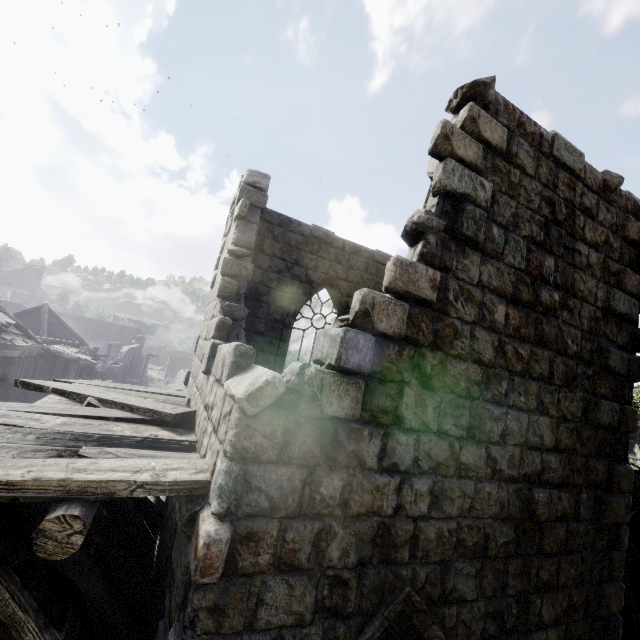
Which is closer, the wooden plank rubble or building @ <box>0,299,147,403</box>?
the wooden plank rubble

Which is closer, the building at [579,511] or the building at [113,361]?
the building at [579,511]

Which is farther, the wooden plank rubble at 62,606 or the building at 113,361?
the building at 113,361

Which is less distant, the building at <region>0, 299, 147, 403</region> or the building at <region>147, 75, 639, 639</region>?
the building at <region>147, 75, 639, 639</region>

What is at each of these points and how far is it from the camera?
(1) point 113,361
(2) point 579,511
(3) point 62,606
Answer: (1) building, 36.3m
(2) building, 4.3m
(3) wooden plank rubble, 3.0m
